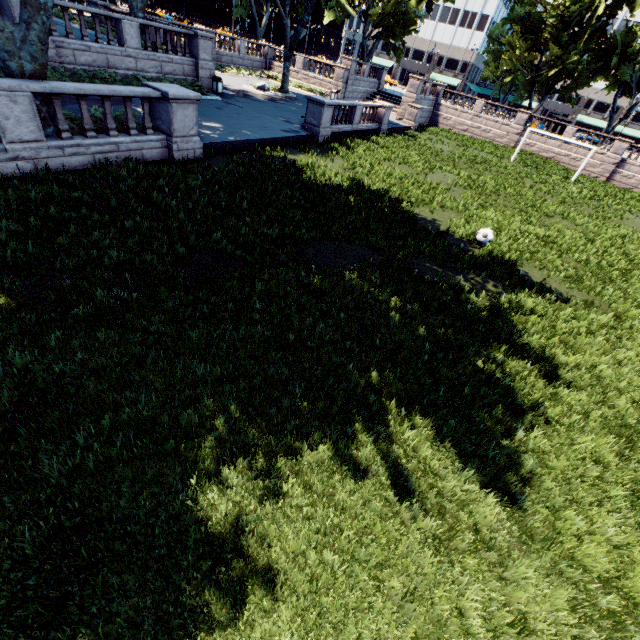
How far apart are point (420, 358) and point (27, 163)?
11.7m

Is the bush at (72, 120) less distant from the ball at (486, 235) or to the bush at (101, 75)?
the bush at (101, 75)

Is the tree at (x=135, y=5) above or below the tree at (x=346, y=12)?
below

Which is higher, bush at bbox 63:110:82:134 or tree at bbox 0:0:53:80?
tree at bbox 0:0:53:80

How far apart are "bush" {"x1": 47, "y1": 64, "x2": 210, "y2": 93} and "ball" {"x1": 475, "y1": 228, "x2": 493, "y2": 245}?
19.0m

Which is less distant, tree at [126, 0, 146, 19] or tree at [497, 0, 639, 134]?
tree at [126, 0, 146, 19]

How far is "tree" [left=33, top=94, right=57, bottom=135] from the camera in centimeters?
905cm
